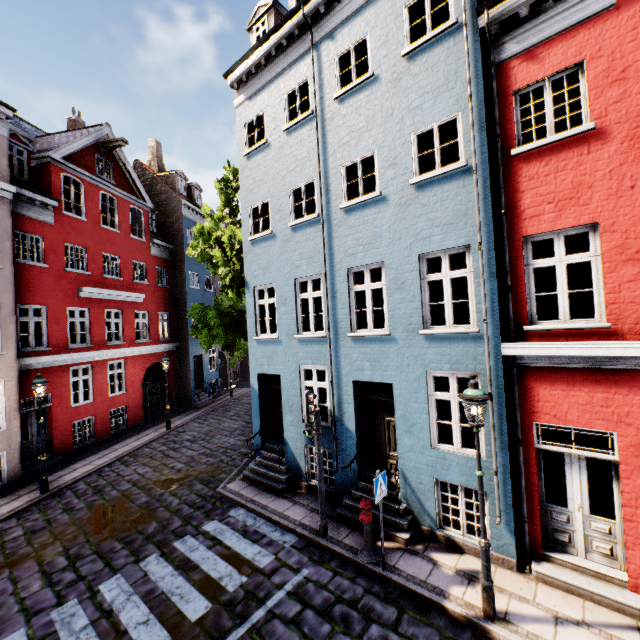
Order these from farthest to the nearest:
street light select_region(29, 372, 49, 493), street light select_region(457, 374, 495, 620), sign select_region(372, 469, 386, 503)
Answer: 1. street light select_region(29, 372, 49, 493)
2. sign select_region(372, 469, 386, 503)
3. street light select_region(457, 374, 495, 620)

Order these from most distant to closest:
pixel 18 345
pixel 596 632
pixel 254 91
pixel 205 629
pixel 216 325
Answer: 1. pixel 216 325
2. pixel 18 345
3. pixel 254 91
4. pixel 205 629
5. pixel 596 632

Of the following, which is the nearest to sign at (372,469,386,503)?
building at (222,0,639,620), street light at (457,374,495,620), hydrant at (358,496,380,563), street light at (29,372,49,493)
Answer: hydrant at (358,496,380,563)

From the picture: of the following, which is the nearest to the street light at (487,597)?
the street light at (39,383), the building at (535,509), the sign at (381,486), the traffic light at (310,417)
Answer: the building at (535,509)

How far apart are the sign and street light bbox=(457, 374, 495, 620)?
1.8m

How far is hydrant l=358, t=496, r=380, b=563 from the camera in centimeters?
671cm

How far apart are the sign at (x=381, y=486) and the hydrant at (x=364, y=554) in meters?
0.5 m

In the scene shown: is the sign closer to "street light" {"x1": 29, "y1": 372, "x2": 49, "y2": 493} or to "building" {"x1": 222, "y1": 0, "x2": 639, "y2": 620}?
"building" {"x1": 222, "y1": 0, "x2": 639, "y2": 620}
